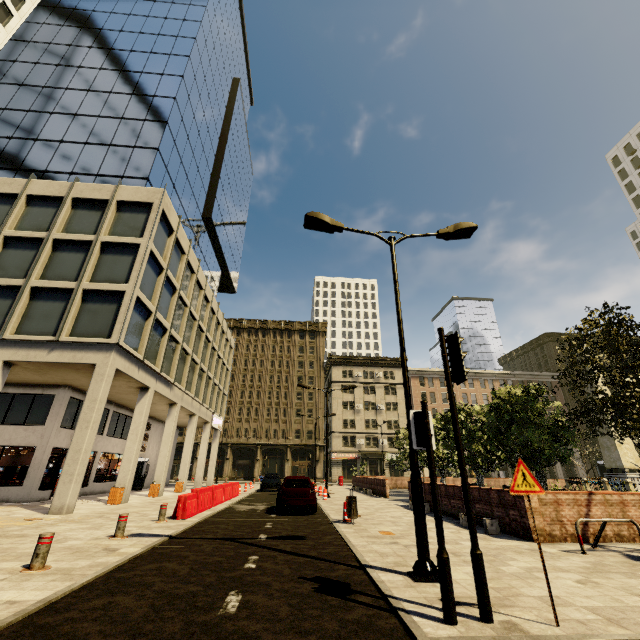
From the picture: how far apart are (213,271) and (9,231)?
21.75m

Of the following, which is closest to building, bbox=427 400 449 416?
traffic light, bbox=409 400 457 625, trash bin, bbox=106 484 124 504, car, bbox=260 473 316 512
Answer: trash bin, bbox=106 484 124 504

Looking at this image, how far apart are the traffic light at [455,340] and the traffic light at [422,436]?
0.3m

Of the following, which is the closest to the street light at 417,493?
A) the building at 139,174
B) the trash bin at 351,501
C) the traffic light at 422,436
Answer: the traffic light at 422,436

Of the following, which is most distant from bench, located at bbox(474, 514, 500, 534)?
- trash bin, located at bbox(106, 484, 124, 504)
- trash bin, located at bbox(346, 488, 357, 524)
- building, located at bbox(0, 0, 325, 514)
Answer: trash bin, located at bbox(106, 484, 124, 504)

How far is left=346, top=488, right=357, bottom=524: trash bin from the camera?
11.3m

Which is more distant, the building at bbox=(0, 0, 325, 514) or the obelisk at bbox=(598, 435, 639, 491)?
the obelisk at bbox=(598, 435, 639, 491)

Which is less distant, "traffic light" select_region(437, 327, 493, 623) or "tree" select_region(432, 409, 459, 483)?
"traffic light" select_region(437, 327, 493, 623)
